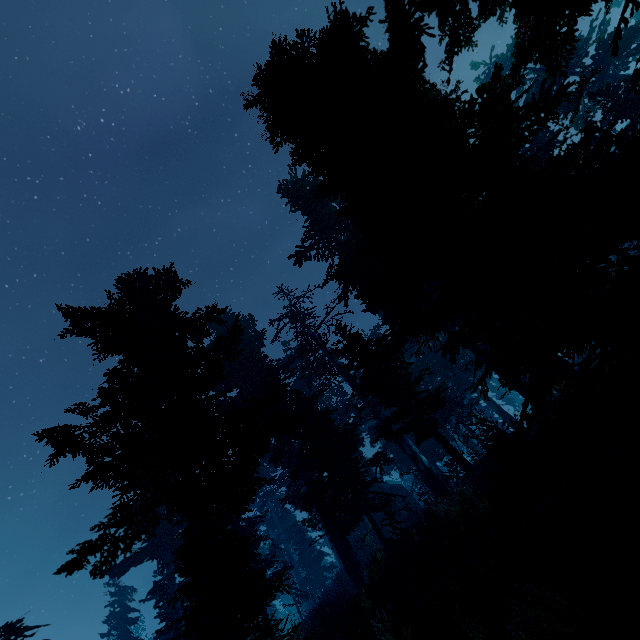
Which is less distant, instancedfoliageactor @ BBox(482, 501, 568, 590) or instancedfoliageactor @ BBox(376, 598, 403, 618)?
instancedfoliageactor @ BBox(482, 501, 568, 590)

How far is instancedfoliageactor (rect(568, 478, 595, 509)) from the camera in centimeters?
528cm

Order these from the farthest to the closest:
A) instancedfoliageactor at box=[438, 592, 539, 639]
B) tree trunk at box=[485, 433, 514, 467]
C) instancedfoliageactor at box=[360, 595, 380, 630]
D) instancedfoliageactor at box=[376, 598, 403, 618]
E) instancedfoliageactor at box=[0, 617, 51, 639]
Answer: instancedfoliageactor at box=[0, 617, 51, 639], tree trunk at box=[485, 433, 514, 467], instancedfoliageactor at box=[360, 595, 380, 630], instancedfoliageactor at box=[376, 598, 403, 618], instancedfoliageactor at box=[438, 592, 539, 639]

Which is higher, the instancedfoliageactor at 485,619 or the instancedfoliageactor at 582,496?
the instancedfoliageactor at 582,496

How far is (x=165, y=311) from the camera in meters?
14.4 m

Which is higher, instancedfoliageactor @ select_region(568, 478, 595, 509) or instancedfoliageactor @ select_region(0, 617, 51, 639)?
instancedfoliageactor @ select_region(0, 617, 51, 639)

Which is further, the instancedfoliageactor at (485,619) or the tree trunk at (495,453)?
the tree trunk at (495,453)
